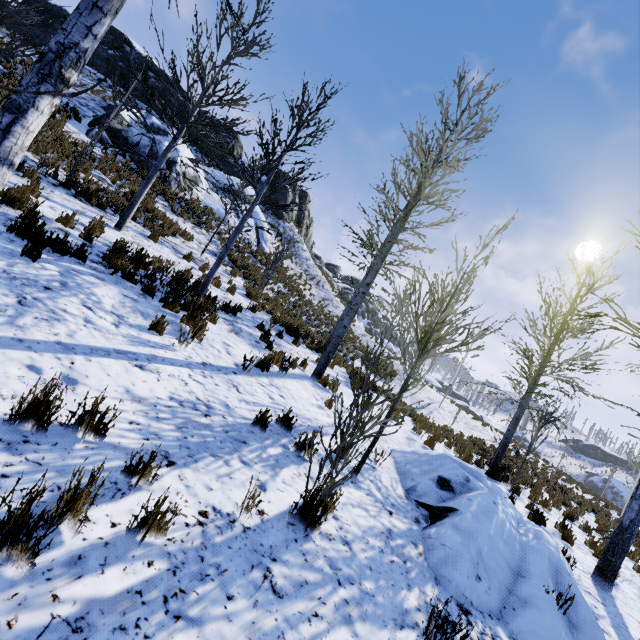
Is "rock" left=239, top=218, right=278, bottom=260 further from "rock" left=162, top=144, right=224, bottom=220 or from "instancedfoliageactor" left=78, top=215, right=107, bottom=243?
"instancedfoliageactor" left=78, top=215, right=107, bottom=243

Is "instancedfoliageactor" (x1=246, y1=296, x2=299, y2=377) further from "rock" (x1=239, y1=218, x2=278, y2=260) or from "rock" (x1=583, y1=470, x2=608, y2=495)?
"rock" (x1=239, y1=218, x2=278, y2=260)

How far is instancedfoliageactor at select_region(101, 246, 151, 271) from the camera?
6.54m

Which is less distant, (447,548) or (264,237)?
(447,548)

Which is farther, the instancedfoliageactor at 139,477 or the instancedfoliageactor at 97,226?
the instancedfoliageactor at 97,226

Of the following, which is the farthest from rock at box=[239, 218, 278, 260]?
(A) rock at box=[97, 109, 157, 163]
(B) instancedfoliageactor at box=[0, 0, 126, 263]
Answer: (B) instancedfoliageactor at box=[0, 0, 126, 263]

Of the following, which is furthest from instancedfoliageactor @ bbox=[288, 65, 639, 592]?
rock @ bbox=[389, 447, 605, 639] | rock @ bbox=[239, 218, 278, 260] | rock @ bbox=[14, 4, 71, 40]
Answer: rock @ bbox=[239, 218, 278, 260]

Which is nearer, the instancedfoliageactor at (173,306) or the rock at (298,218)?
the instancedfoliageactor at (173,306)
